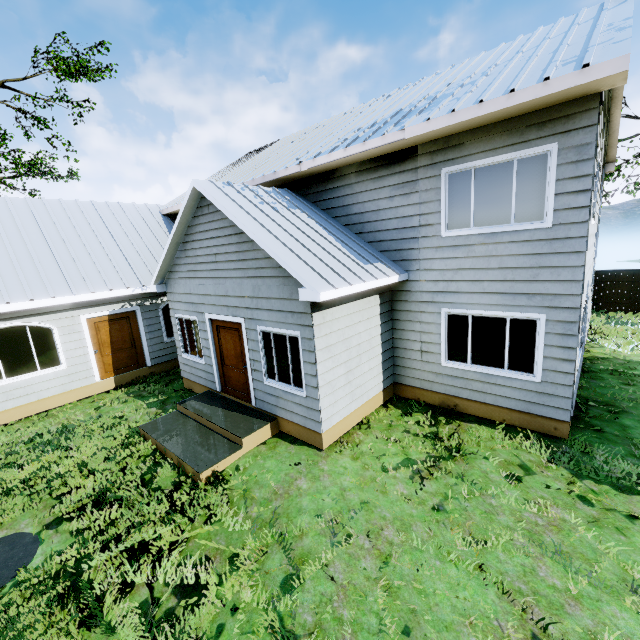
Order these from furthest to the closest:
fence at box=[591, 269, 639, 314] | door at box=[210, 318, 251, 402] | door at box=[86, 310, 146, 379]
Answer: fence at box=[591, 269, 639, 314], door at box=[86, 310, 146, 379], door at box=[210, 318, 251, 402]

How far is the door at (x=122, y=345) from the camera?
10.48m

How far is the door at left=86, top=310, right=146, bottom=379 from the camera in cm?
1048

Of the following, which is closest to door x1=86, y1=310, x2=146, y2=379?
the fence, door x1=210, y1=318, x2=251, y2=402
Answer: door x1=210, y1=318, x2=251, y2=402

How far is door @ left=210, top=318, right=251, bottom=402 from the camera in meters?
7.9

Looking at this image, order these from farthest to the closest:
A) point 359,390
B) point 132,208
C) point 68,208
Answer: point 132,208 < point 68,208 < point 359,390

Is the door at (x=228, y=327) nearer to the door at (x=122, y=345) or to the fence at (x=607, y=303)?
the door at (x=122, y=345)
